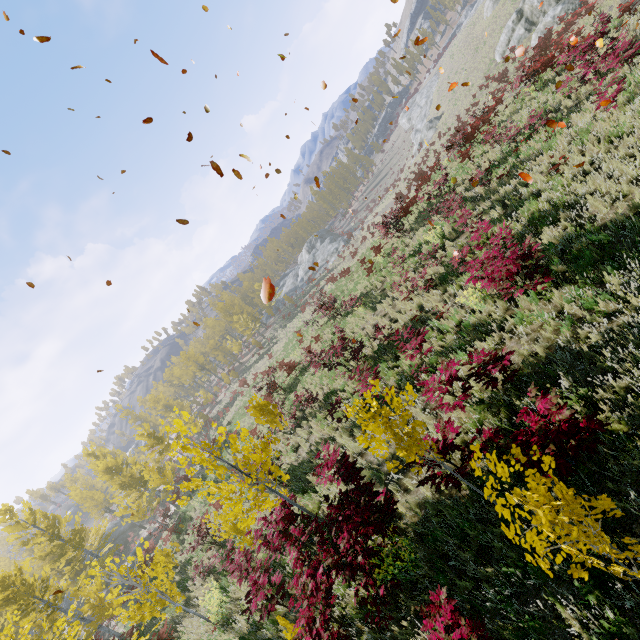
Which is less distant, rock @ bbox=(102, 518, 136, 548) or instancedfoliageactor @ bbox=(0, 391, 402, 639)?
instancedfoliageactor @ bbox=(0, 391, 402, 639)

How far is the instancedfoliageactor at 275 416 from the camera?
11.1 meters

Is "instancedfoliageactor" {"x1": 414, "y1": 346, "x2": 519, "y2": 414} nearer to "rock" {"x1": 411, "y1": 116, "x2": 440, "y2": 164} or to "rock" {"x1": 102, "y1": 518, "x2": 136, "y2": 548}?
"rock" {"x1": 102, "y1": 518, "x2": 136, "y2": 548}

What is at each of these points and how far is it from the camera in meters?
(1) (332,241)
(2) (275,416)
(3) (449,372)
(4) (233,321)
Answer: (1) rock, 58.2 m
(2) instancedfoliageactor, 11.4 m
(3) instancedfoliageactor, 6.0 m
(4) instancedfoliageactor, 52.4 m

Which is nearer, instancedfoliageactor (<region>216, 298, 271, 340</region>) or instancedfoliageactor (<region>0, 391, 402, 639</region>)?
instancedfoliageactor (<region>0, 391, 402, 639</region>)

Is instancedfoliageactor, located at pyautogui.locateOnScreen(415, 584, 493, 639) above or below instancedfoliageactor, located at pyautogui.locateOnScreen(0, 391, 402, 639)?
below

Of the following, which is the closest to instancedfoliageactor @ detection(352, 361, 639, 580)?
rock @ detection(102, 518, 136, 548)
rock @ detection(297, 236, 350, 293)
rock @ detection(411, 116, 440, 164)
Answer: rock @ detection(102, 518, 136, 548)

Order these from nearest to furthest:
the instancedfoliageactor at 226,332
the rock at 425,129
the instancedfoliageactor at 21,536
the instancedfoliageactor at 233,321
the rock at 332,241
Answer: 1. the instancedfoliageactor at 21,536
2. the rock at 425,129
3. the instancedfoliageactor at 233,321
4. the instancedfoliageactor at 226,332
5. the rock at 332,241
